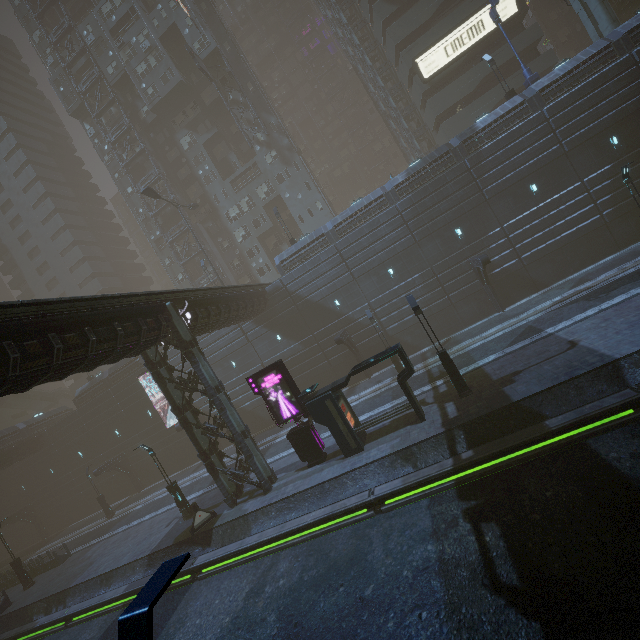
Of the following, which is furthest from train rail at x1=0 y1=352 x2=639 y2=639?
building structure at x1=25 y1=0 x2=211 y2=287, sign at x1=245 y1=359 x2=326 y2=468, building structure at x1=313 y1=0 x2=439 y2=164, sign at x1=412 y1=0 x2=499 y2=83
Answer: building structure at x1=313 y1=0 x2=439 y2=164

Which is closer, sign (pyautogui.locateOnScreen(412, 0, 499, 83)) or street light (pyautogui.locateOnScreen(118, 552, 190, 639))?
street light (pyautogui.locateOnScreen(118, 552, 190, 639))

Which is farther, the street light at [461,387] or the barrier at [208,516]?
the barrier at [208,516]

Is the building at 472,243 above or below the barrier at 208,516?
above

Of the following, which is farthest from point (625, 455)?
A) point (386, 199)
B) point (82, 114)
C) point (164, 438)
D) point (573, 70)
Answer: point (82, 114)

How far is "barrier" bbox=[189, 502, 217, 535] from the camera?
17.97m

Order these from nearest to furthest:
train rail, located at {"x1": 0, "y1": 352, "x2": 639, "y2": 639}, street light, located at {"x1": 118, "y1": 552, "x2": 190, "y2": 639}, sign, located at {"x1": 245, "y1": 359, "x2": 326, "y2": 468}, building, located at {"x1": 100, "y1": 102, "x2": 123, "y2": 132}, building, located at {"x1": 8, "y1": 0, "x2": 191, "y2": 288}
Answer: street light, located at {"x1": 118, "y1": 552, "x2": 190, "y2": 639} < train rail, located at {"x1": 0, "y1": 352, "x2": 639, "y2": 639} < sign, located at {"x1": 245, "y1": 359, "x2": 326, "y2": 468} < building, located at {"x1": 100, "y1": 102, "x2": 123, "y2": 132} < building, located at {"x1": 8, "y1": 0, "x2": 191, "y2": 288}

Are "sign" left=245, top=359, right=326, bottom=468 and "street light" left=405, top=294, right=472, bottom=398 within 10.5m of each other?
yes
